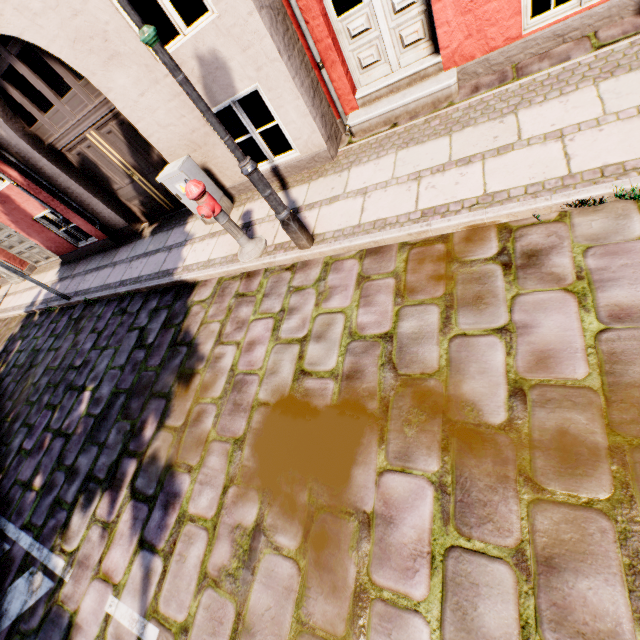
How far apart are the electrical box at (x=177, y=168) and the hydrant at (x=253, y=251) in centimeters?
106cm

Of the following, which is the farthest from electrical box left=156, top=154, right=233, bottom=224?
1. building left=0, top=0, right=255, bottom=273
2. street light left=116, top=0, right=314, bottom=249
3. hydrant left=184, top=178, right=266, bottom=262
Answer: street light left=116, top=0, right=314, bottom=249

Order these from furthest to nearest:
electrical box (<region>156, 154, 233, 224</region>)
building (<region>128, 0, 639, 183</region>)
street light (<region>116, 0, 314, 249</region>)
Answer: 1. electrical box (<region>156, 154, 233, 224</region>)
2. building (<region>128, 0, 639, 183</region>)
3. street light (<region>116, 0, 314, 249</region>)

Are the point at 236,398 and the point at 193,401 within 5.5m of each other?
yes

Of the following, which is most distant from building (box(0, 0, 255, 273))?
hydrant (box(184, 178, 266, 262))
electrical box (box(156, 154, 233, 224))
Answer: hydrant (box(184, 178, 266, 262))

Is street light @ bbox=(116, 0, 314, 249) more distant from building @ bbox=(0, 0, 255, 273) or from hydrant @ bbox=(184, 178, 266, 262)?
building @ bbox=(0, 0, 255, 273)

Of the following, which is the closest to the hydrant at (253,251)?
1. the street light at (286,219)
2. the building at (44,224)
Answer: the street light at (286,219)

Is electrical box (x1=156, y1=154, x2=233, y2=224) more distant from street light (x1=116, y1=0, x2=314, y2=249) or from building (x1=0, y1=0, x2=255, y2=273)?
street light (x1=116, y1=0, x2=314, y2=249)
